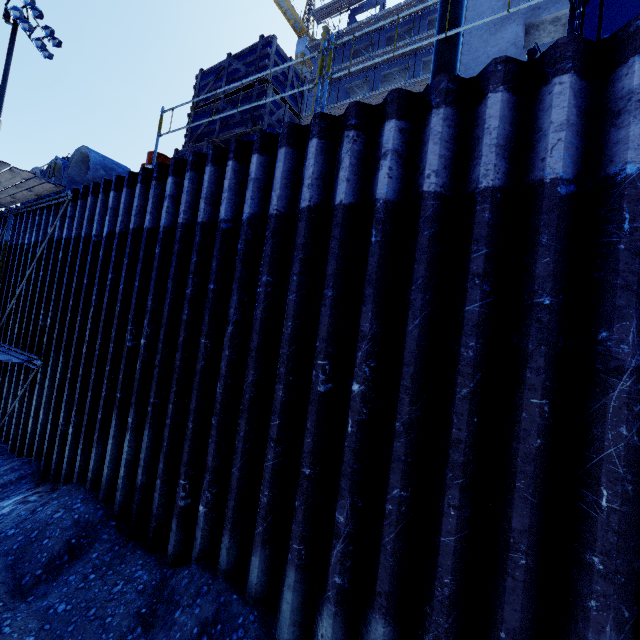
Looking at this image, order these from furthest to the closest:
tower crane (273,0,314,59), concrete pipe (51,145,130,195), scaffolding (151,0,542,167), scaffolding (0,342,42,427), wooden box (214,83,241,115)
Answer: tower crane (273,0,314,59), concrete pipe (51,145,130,195), scaffolding (0,342,42,427), wooden box (214,83,241,115), scaffolding (151,0,542,167)

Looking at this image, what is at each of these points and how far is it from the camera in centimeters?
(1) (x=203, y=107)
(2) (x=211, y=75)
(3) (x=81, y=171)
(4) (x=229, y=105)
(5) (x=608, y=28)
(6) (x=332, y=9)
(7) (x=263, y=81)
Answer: (1) wooden box, 684cm
(2) wooden box, 694cm
(3) concrete pipe, 969cm
(4) wooden box, 638cm
(5) front loader, 642cm
(6) scaffolding, 3447cm
(7) wooden box, 601cm

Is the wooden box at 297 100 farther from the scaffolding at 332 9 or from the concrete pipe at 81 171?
the scaffolding at 332 9

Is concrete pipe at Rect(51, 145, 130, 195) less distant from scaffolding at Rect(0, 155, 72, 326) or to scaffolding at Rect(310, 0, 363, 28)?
scaffolding at Rect(0, 155, 72, 326)

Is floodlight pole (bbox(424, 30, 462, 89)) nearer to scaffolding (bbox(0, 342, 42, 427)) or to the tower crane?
scaffolding (bbox(0, 342, 42, 427))

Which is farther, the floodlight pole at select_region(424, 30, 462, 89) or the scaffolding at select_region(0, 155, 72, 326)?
the scaffolding at select_region(0, 155, 72, 326)

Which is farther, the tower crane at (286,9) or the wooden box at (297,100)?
the tower crane at (286,9)

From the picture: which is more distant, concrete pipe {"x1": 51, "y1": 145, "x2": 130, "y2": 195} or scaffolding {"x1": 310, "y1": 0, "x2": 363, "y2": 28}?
scaffolding {"x1": 310, "y1": 0, "x2": 363, "y2": 28}
